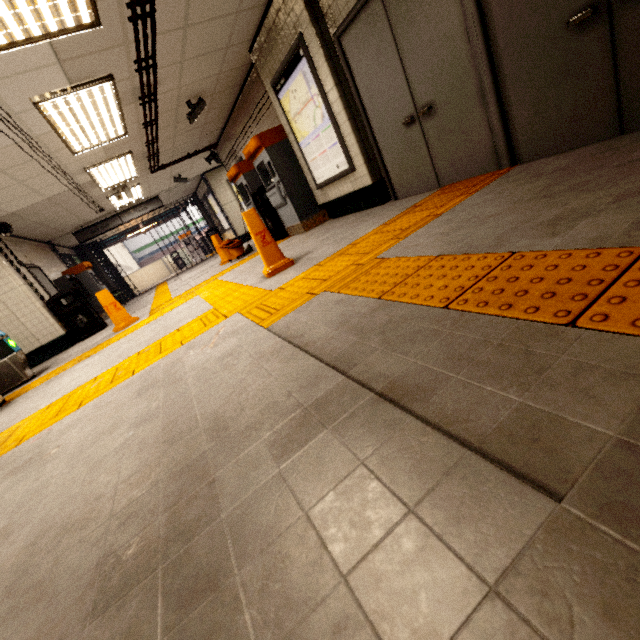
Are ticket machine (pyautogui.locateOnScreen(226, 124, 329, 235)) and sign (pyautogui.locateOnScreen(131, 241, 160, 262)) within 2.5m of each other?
no

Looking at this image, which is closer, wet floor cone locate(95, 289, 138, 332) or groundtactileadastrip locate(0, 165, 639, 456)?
groundtactileadastrip locate(0, 165, 639, 456)

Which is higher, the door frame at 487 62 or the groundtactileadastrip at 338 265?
the door frame at 487 62

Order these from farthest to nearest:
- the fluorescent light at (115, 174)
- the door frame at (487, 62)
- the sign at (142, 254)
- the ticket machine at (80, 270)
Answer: the sign at (142, 254) < the ticket machine at (80, 270) < the fluorescent light at (115, 174) < the door frame at (487, 62)

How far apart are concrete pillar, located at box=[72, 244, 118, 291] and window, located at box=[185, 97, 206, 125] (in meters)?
11.06

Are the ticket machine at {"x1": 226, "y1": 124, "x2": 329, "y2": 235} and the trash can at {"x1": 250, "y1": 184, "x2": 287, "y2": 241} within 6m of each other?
yes

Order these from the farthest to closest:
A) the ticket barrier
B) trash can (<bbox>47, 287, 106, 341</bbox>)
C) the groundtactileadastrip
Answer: trash can (<bbox>47, 287, 106, 341</bbox>)
the ticket barrier
the groundtactileadastrip

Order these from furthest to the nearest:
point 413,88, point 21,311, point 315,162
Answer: point 21,311, point 315,162, point 413,88
